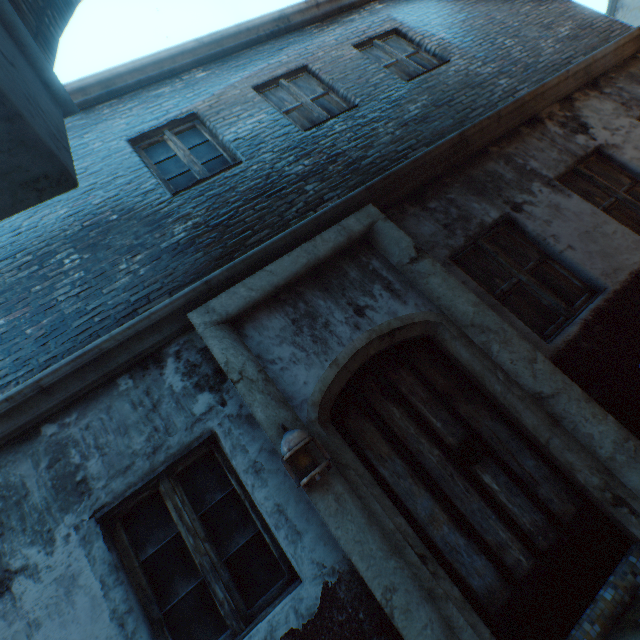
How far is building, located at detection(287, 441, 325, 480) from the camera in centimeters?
237cm

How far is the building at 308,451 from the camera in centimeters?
237cm

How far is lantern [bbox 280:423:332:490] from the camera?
2.24m

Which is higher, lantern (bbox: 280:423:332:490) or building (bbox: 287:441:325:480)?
lantern (bbox: 280:423:332:490)

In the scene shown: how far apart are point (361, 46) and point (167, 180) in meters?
4.2

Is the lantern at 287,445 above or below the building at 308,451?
above
